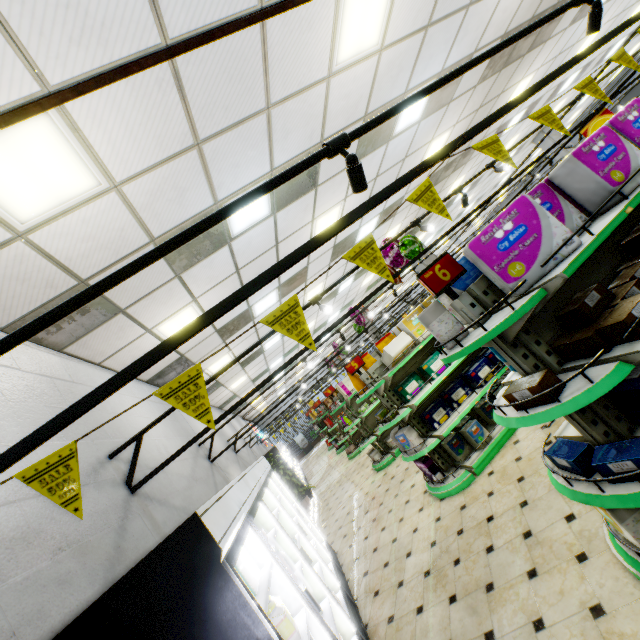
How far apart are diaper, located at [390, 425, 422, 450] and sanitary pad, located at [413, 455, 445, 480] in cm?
21

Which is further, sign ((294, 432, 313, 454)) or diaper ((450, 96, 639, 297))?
sign ((294, 432, 313, 454))

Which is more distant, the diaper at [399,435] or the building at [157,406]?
the diaper at [399,435]

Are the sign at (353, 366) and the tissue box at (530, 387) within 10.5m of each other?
yes

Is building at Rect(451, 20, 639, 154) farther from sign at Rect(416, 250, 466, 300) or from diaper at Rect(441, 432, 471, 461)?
sign at Rect(416, 250, 466, 300)

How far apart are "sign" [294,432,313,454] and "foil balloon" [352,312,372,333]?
19.7 meters

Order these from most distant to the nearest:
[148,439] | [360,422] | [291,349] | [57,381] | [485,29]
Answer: [291,349], [360,422], [485,29], [148,439], [57,381]

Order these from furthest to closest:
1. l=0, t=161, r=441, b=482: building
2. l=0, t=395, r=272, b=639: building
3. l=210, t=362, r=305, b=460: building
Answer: l=210, t=362, r=305, b=460: building → l=0, t=161, r=441, b=482: building → l=0, t=395, r=272, b=639: building
